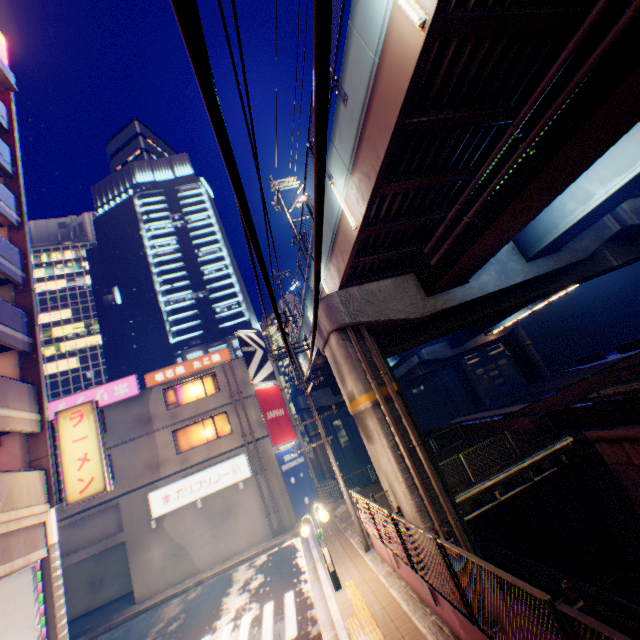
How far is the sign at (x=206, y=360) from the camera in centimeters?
2247cm

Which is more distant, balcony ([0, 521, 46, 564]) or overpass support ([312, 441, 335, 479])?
overpass support ([312, 441, 335, 479])

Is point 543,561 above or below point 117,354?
below

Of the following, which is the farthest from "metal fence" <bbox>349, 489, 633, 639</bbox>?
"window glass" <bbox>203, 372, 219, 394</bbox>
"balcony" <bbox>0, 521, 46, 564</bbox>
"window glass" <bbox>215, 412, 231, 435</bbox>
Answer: "window glass" <bbox>203, 372, 219, 394</bbox>

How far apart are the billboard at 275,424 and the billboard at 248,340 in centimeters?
17cm

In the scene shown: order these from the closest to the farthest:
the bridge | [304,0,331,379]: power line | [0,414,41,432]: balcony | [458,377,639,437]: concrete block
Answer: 1. [304,0,331,379]: power line
2. [0,414,41,432]: balcony
3. [458,377,639,437]: concrete block
4. the bridge

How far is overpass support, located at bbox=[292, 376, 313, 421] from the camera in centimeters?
3666cm

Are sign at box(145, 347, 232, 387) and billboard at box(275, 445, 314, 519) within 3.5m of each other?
no
